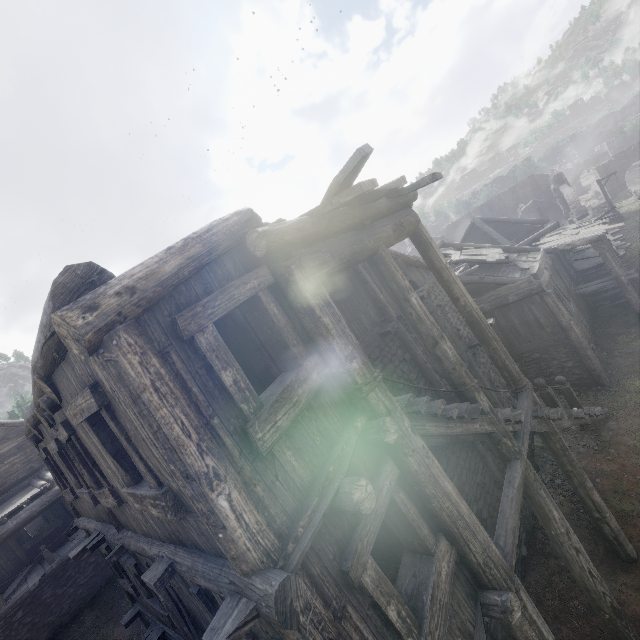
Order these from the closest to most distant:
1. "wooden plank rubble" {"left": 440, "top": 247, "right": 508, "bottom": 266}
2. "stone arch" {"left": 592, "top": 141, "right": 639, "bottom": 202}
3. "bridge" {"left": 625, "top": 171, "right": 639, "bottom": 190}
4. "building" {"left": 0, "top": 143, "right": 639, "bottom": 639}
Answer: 1. "building" {"left": 0, "top": 143, "right": 639, "bottom": 639}
2. "wooden plank rubble" {"left": 440, "top": 247, "right": 508, "bottom": 266}
3. "stone arch" {"left": 592, "top": 141, "right": 639, "bottom": 202}
4. "bridge" {"left": 625, "top": 171, "right": 639, "bottom": 190}

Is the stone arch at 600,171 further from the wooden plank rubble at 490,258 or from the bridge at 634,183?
the wooden plank rubble at 490,258

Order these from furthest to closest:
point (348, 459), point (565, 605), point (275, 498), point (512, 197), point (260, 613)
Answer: point (512, 197)
point (565, 605)
point (348, 459)
point (275, 498)
point (260, 613)

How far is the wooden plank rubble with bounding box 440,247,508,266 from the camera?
15.20m

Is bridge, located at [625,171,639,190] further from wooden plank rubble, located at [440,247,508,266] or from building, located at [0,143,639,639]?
wooden plank rubble, located at [440,247,508,266]

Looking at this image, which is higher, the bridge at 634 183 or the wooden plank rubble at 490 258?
the wooden plank rubble at 490 258

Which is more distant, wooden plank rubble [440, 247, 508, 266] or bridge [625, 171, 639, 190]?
bridge [625, 171, 639, 190]

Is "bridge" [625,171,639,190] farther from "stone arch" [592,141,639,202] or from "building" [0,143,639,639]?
"building" [0,143,639,639]
